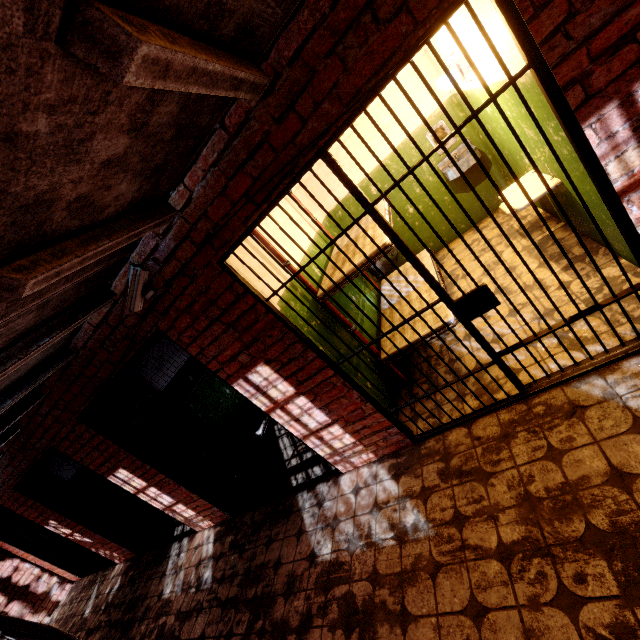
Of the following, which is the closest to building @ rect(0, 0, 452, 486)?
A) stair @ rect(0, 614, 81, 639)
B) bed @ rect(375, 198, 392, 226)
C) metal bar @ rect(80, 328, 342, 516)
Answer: metal bar @ rect(80, 328, 342, 516)

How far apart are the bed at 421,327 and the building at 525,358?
0.1m

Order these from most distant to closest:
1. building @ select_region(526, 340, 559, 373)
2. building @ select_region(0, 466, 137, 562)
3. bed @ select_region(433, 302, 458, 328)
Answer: building @ select_region(0, 466, 137, 562), bed @ select_region(433, 302, 458, 328), building @ select_region(526, 340, 559, 373)

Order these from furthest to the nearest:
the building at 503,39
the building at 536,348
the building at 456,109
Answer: the building at 456,109
the building at 536,348
the building at 503,39

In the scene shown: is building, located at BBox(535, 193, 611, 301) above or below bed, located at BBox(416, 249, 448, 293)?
below

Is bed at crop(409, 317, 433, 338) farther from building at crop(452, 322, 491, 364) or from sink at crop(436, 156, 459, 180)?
sink at crop(436, 156, 459, 180)

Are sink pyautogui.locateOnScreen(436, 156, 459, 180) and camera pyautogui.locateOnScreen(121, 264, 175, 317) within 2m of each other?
no

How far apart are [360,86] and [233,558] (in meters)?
4.74
